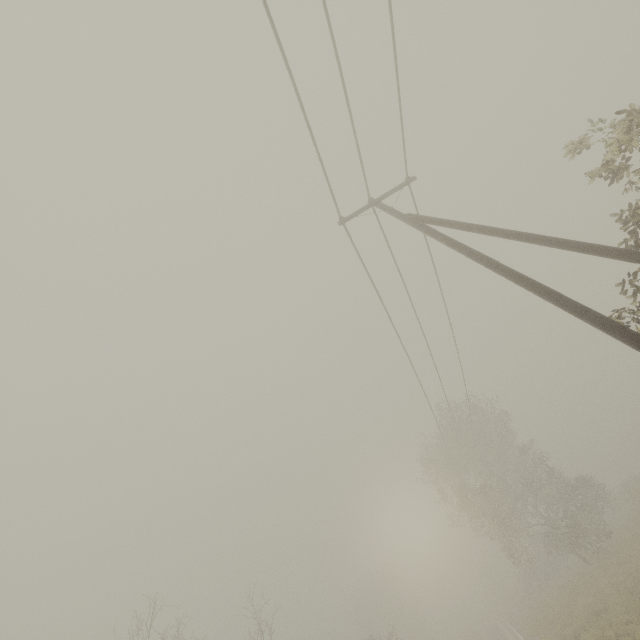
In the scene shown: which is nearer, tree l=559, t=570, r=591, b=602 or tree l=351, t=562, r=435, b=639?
tree l=559, t=570, r=591, b=602

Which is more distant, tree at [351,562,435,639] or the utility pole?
tree at [351,562,435,639]

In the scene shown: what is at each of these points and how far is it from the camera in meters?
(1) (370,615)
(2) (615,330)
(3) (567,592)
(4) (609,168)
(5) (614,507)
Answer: (1) tree, 50.7 m
(2) utility pole, 5.4 m
(3) tree, 19.6 m
(4) tree, 6.8 m
(5) tree, 25.1 m

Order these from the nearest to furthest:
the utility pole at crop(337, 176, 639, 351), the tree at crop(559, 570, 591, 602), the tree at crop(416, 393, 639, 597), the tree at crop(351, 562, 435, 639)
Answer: the utility pole at crop(337, 176, 639, 351), the tree at crop(559, 570, 591, 602), the tree at crop(416, 393, 639, 597), the tree at crop(351, 562, 435, 639)

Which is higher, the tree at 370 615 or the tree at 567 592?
Answer: the tree at 370 615

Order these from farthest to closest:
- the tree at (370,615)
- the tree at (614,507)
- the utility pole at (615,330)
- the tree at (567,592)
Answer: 1. the tree at (370,615)
2. the tree at (614,507)
3. the tree at (567,592)
4. the utility pole at (615,330)
